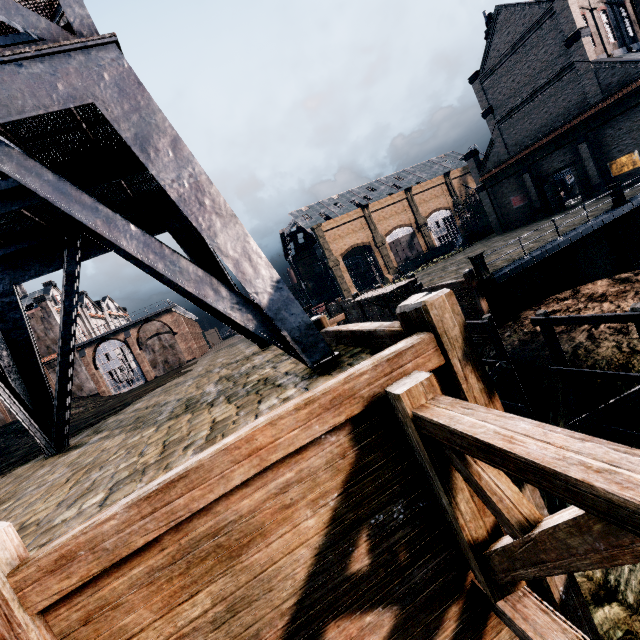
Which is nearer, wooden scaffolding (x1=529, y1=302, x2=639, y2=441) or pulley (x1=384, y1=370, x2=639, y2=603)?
pulley (x1=384, y1=370, x2=639, y2=603)

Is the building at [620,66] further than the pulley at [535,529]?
Yes

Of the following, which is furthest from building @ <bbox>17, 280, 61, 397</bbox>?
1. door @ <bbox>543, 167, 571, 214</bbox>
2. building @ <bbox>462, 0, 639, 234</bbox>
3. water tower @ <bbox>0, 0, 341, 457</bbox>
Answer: door @ <bbox>543, 167, 571, 214</bbox>

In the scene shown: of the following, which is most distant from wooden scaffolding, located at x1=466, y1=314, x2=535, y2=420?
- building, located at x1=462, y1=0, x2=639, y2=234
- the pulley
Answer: building, located at x1=462, y1=0, x2=639, y2=234

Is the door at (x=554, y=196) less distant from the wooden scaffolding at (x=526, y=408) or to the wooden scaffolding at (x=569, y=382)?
the wooden scaffolding at (x=526, y=408)

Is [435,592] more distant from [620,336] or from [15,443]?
[15,443]

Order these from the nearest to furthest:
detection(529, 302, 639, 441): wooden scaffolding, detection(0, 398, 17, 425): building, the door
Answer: detection(529, 302, 639, 441): wooden scaffolding < the door < detection(0, 398, 17, 425): building

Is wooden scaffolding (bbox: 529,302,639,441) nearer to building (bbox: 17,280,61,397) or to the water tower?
the water tower
